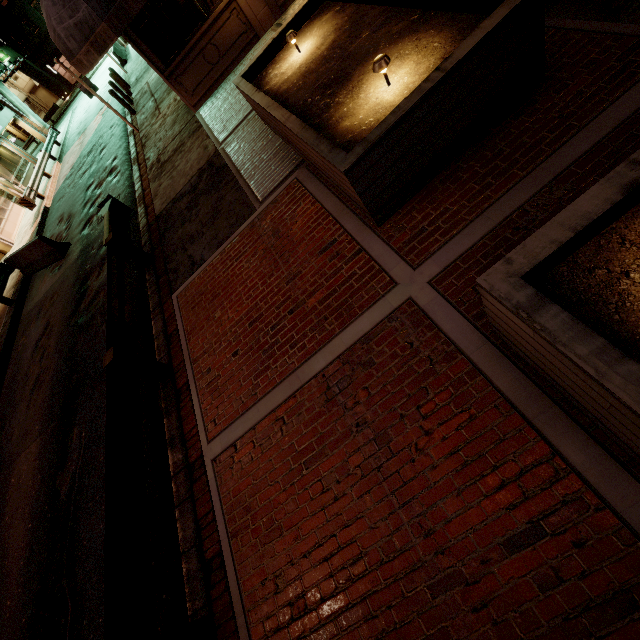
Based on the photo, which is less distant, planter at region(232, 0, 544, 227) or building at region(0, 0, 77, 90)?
planter at region(232, 0, 544, 227)

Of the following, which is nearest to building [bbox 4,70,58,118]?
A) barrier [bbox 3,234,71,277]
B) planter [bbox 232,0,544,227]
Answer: barrier [bbox 3,234,71,277]

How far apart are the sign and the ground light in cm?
1377

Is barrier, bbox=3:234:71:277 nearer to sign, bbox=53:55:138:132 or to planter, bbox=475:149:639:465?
sign, bbox=53:55:138:132

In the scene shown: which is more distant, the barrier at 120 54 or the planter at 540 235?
the barrier at 120 54

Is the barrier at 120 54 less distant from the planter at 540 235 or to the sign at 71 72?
the sign at 71 72

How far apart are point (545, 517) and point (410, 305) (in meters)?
2.09

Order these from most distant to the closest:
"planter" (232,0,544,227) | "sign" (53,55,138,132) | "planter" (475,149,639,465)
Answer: "sign" (53,55,138,132)
"planter" (232,0,544,227)
"planter" (475,149,639,465)
